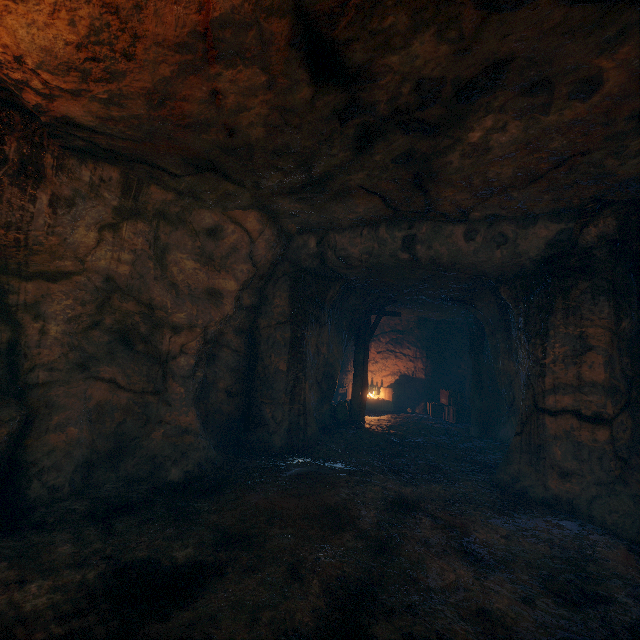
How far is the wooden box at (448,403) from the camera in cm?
1322

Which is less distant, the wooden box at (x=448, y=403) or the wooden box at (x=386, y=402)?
the wooden box at (x=448, y=403)

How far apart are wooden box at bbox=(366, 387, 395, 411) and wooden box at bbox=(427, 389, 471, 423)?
1.6m

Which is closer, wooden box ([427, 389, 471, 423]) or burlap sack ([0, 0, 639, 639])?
burlap sack ([0, 0, 639, 639])

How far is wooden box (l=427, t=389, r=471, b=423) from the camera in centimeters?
1322cm

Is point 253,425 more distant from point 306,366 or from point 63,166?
point 63,166

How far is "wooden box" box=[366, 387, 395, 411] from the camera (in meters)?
14.86

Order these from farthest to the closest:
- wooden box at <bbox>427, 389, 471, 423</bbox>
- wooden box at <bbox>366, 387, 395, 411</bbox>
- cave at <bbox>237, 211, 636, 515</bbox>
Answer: wooden box at <bbox>366, 387, 395, 411</bbox> → wooden box at <bbox>427, 389, 471, 423</bbox> → cave at <bbox>237, 211, 636, 515</bbox>
